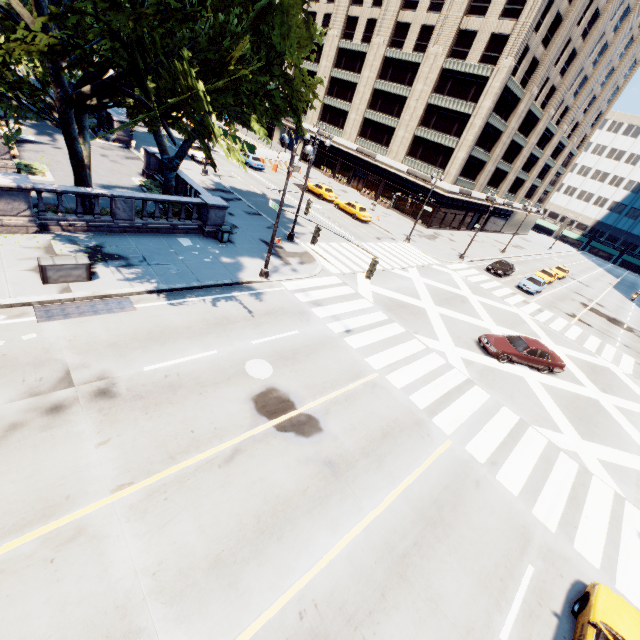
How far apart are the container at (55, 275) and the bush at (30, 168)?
11.94m

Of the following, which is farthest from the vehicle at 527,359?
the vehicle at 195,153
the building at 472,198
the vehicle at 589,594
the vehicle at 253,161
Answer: the vehicle at 253,161

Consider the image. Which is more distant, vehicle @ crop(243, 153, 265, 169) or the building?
vehicle @ crop(243, 153, 265, 169)

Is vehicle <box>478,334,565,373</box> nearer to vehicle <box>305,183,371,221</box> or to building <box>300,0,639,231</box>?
vehicle <box>305,183,371,221</box>

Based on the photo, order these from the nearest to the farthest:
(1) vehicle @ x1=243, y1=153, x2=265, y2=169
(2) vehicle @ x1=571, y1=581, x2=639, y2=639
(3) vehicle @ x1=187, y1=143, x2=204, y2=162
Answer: (2) vehicle @ x1=571, y1=581, x2=639, y2=639 → (3) vehicle @ x1=187, y1=143, x2=204, y2=162 → (1) vehicle @ x1=243, y1=153, x2=265, y2=169

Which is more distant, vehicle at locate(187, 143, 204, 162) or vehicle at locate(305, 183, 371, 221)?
vehicle at locate(305, 183, 371, 221)

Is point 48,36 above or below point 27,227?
above

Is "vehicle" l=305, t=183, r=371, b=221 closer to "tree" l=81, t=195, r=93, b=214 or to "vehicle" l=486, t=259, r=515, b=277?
"vehicle" l=486, t=259, r=515, b=277
